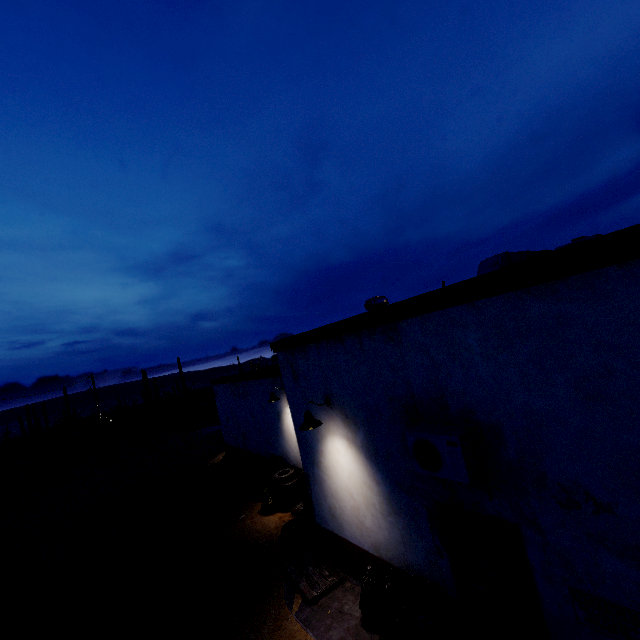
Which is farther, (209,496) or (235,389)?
(235,389)

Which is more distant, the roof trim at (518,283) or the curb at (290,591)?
the curb at (290,591)

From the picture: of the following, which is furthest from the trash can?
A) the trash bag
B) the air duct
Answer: the air duct

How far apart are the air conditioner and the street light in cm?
198

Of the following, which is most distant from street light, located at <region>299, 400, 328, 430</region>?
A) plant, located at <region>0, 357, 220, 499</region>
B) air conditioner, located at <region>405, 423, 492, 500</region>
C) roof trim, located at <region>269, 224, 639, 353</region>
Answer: plant, located at <region>0, 357, 220, 499</region>

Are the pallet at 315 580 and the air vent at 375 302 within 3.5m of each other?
no

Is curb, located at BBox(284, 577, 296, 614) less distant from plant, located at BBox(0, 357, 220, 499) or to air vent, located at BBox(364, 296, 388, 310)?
air vent, located at BBox(364, 296, 388, 310)

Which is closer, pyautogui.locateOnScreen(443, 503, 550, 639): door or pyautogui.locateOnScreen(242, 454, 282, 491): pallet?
pyautogui.locateOnScreen(443, 503, 550, 639): door
